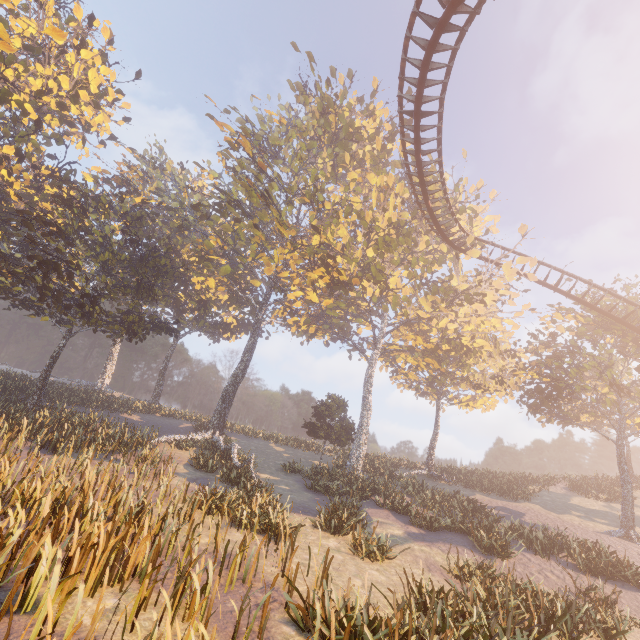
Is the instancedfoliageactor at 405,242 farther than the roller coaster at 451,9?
No

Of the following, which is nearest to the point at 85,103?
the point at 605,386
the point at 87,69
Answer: the point at 87,69

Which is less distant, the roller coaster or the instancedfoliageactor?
the instancedfoliageactor
